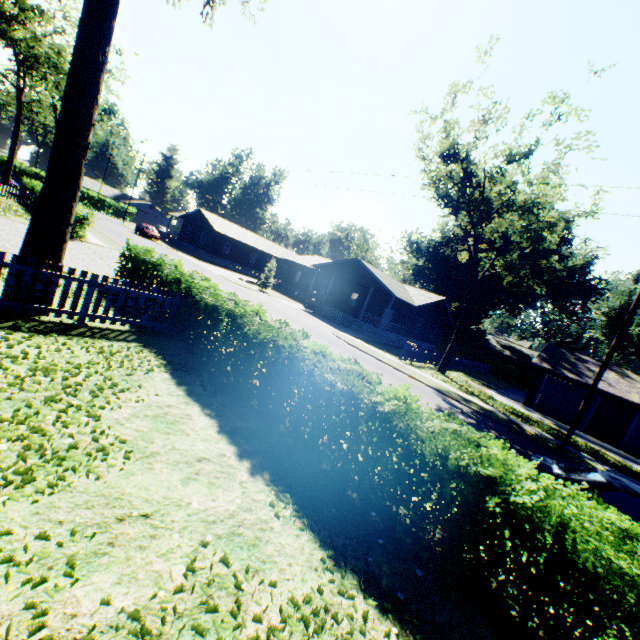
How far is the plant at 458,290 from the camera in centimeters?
4562cm

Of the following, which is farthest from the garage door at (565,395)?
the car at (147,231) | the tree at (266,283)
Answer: the car at (147,231)

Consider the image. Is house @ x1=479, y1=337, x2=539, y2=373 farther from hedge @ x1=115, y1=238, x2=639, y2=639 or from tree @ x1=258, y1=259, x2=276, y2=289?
hedge @ x1=115, y1=238, x2=639, y2=639

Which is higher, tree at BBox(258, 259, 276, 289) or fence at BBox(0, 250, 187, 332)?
tree at BBox(258, 259, 276, 289)

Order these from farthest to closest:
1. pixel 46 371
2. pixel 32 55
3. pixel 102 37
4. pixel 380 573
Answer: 1. pixel 32 55
2. pixel 102 37
3. pixel 46 371
4. pixel 380 573

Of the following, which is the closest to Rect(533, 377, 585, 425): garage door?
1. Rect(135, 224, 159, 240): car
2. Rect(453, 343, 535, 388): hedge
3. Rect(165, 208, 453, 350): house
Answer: Rect(165, 208, 453, 350): house

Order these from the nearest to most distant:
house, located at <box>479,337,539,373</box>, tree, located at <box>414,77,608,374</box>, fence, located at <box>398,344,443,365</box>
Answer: tree, located at <box>414,77,608,374</box>, fence, located at <box>398,344,443,365</box>, house, located at <box>479,337,539,373</box>

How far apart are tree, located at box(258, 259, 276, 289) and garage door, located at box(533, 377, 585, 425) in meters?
26.6
